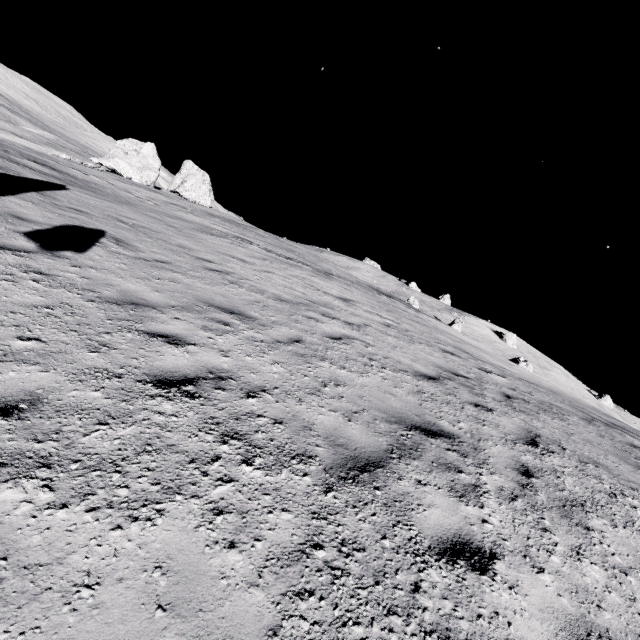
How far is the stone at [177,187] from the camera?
52.09m

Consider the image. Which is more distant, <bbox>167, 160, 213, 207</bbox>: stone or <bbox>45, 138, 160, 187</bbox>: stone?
<bbox>167, 160, 213, 207</bbox>: stone

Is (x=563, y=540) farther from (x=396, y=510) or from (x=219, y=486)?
(x=219, y=486)

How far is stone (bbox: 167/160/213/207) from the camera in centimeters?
5209cm

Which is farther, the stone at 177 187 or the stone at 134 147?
the stone at 177 187

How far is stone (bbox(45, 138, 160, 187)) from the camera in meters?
39.7
